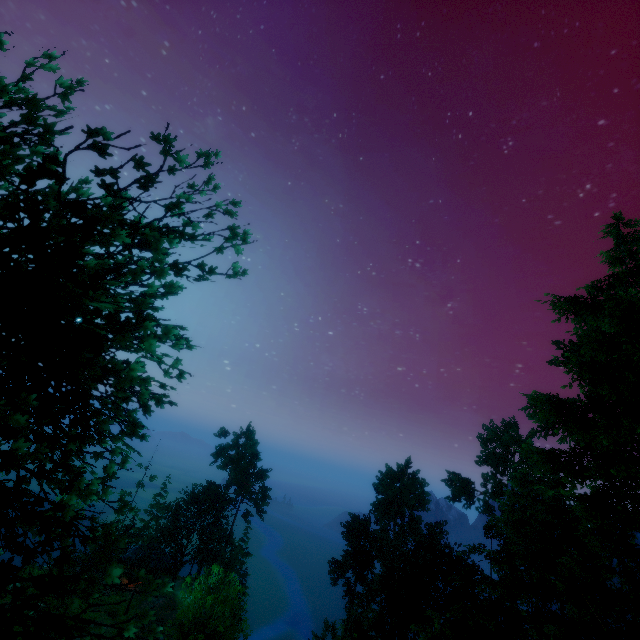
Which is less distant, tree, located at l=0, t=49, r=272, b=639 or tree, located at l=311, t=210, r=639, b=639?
tree, located at l=0, t=49, r=272, b=639

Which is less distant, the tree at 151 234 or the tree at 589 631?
the tree at 151 234

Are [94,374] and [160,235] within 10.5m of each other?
yes
